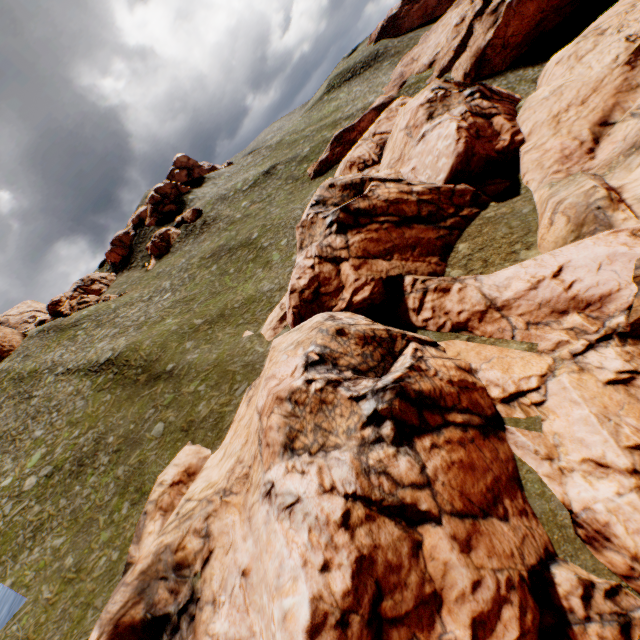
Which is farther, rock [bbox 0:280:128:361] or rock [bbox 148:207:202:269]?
rock [bbox 148:207:202:269]

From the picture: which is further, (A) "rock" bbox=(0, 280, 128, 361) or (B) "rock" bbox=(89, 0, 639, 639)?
(A) "rock" bbox=(0, 280, 128, 361)

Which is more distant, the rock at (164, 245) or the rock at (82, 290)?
the rock at (164, 245)

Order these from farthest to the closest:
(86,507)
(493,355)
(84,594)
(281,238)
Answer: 1. (281,238)
2. (86,507)
3. (84,594)
4. (493,355)

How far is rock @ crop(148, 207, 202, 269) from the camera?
57.8m

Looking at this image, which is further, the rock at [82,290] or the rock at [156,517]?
the rock at [82,290]

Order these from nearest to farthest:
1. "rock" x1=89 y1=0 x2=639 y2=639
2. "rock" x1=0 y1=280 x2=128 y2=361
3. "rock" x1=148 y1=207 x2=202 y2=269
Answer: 1. "rock" x1=89 y1=0 x2=639 y2=639
2. "rock" x1=0 y1=280 x2=128 y2=361
3. "rock" x1=148 y1=207 x2=202 y2=269

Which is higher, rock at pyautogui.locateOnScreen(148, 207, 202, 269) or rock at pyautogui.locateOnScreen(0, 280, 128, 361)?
rock at pyautogui.locateOnScreen(0, 280, 128, 361)
